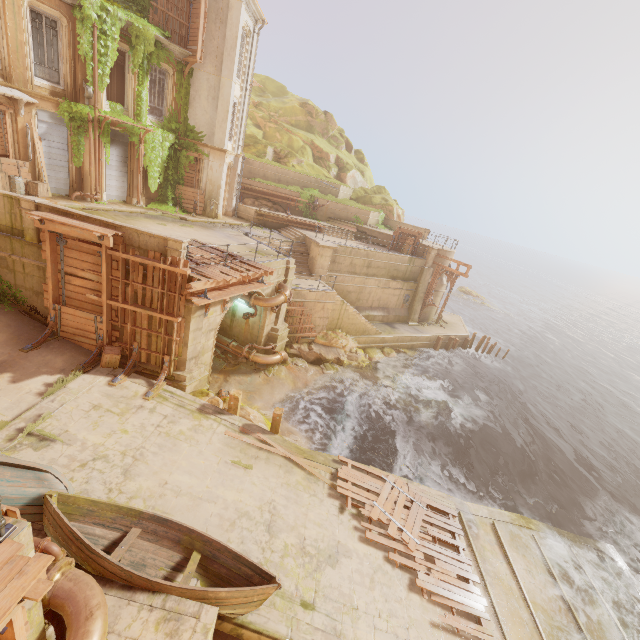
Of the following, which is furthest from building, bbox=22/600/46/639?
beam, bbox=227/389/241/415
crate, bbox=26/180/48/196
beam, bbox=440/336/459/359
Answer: beam, bbox=440/336/459/359

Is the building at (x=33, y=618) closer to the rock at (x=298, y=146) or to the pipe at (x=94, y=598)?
the rock at (x=298, y=146)

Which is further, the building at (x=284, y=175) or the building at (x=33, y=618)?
the building at (x=284, y=175)

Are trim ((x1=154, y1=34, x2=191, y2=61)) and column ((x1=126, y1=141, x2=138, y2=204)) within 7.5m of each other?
yes

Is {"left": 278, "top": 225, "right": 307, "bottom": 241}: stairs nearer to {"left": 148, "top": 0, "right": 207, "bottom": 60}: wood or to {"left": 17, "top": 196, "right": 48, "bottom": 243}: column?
{"left": 148, "top": 0, "right": 207, "bottom": 60}: wood

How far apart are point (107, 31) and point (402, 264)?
22.43m

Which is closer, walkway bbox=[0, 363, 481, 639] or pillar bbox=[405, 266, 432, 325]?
walkway bbox=[0, 363, 481, 639]

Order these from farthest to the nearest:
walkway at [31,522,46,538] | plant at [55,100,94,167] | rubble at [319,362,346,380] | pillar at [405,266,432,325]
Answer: pillar at [405,266,432,325] → rubble at [319,362,346,380] → plant at [55,100,94,167] → walkway at [31,522,46,538]
